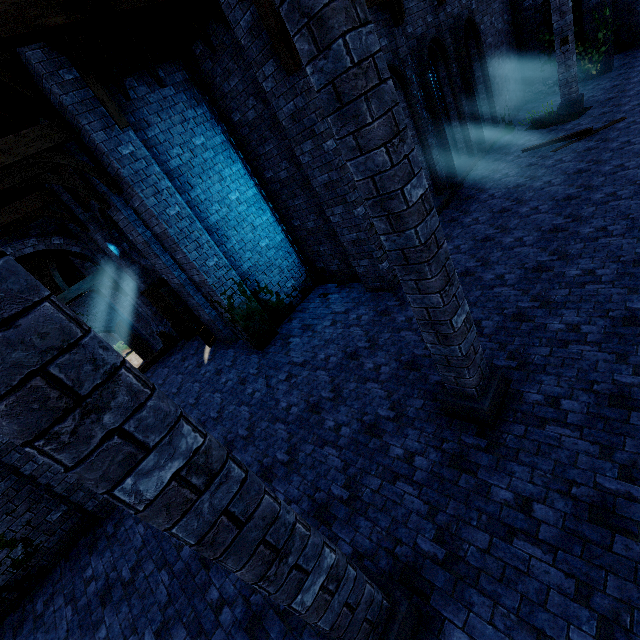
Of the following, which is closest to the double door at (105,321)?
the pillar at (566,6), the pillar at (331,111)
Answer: the pillar at (331,111)

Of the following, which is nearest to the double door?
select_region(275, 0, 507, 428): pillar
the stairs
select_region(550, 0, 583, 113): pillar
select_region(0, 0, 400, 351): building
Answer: select_region(0, 0, 400, 351): building

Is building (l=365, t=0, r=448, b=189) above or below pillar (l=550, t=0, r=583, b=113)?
above

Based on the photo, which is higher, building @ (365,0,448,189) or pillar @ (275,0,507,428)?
building @ (365,0,448,189)

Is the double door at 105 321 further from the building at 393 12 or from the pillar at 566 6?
the pillar at 566 6

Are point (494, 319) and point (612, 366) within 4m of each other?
yes

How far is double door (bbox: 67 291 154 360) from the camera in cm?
2138

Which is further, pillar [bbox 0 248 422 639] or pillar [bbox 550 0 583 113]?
pillar [bbox 550 0 583 113]
